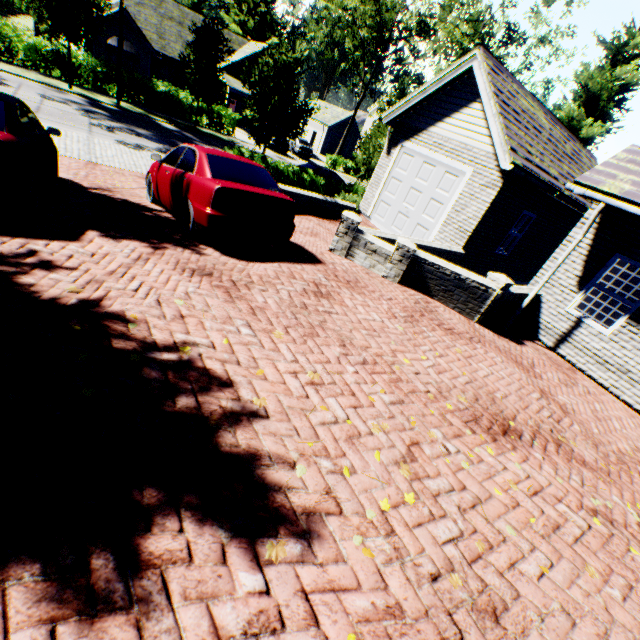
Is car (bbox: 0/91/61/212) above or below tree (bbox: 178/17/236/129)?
below

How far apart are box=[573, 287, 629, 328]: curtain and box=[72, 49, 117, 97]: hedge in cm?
2866

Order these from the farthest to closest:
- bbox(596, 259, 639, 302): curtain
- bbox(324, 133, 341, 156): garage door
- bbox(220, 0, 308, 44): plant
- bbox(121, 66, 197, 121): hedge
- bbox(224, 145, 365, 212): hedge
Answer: bbox(220, 0, 308, 44): plant < bbox(324, 133, 341, 156): garage door < bbox(121, 66, 197, 121): hedge < bbox(224, 145, 365, 212): hedge < bbox(596, 259, 639, 302): curtain

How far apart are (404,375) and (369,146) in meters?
19.1 m

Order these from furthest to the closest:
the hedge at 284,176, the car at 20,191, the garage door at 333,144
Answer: the garage door at 333,144
the hedge at 284,176
the car at 20,191

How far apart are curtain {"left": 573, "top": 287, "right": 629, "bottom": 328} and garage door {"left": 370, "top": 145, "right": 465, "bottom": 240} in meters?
4.6

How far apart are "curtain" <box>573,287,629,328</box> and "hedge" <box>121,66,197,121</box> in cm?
2768

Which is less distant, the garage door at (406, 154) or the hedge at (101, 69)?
the garage door at (406, 154)
